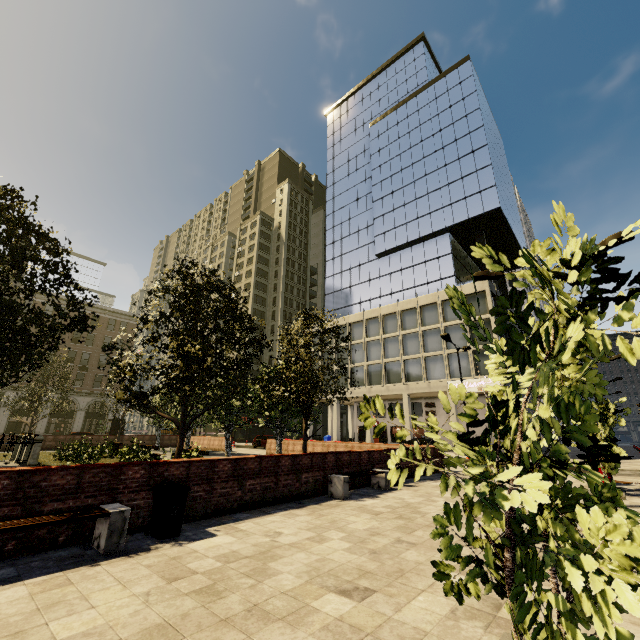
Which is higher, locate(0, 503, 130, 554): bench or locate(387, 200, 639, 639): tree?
locate(387, 200, 639, 639): tree

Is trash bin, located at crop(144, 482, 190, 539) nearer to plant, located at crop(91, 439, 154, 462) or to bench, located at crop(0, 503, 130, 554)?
bench, located at crop(0, 503, 130, 554)

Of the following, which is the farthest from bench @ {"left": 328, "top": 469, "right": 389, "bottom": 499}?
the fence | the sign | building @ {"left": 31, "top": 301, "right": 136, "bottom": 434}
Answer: building @ {"left": 31, "top": 301, "right": 136, "bottom": 434}

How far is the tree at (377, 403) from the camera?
2.39m

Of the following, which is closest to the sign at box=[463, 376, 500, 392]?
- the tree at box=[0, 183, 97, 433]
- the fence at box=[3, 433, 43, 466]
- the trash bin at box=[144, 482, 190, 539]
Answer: the tree at box=[0, 183, 97, 433]

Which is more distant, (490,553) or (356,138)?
(356,138)

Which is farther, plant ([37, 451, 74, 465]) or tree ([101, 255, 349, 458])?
plant ([37, 451, 74, 465])

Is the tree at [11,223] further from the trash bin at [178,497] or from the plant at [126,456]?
the trash bin at [178,497]
